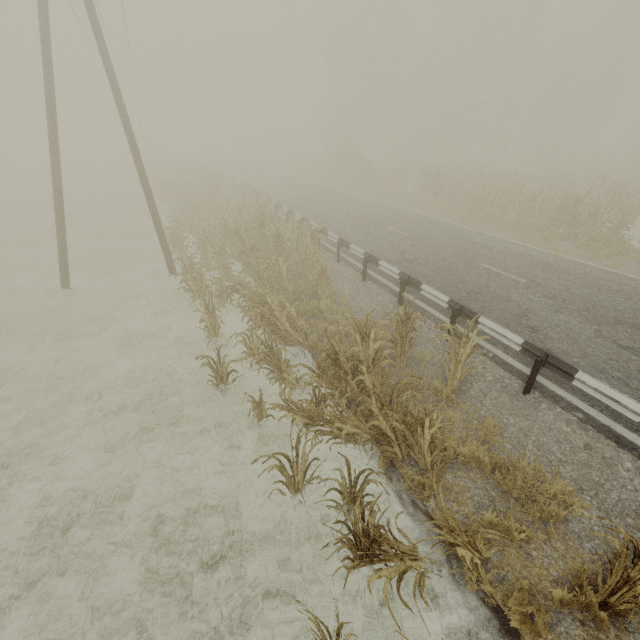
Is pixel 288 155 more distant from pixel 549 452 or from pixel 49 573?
pixel 49 573

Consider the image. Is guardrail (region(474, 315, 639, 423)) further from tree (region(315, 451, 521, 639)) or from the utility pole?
the utility pole

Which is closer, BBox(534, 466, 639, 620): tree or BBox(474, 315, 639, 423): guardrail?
BBox(534, 466, 639, 620): tree

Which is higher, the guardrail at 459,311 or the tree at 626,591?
the guardrail at 459,311

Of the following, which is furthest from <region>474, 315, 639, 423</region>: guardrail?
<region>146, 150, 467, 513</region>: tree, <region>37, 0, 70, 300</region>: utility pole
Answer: <region>37, 0, 70, 300</region>: utility pole

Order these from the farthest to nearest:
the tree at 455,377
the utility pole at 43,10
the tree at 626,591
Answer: the utility pole at 43,10 → the tree at 455,377 → the tree at 626,591

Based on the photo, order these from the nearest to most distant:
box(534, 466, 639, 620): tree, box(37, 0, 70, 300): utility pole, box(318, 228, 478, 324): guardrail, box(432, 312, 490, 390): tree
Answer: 1. box(534, 466, 639, 620): tree
2. box(432, 312, 490, 390): tree
3. box(318, 228, 478, 324): guardrail
4. box(37, 0, 70, 300): utility pole
